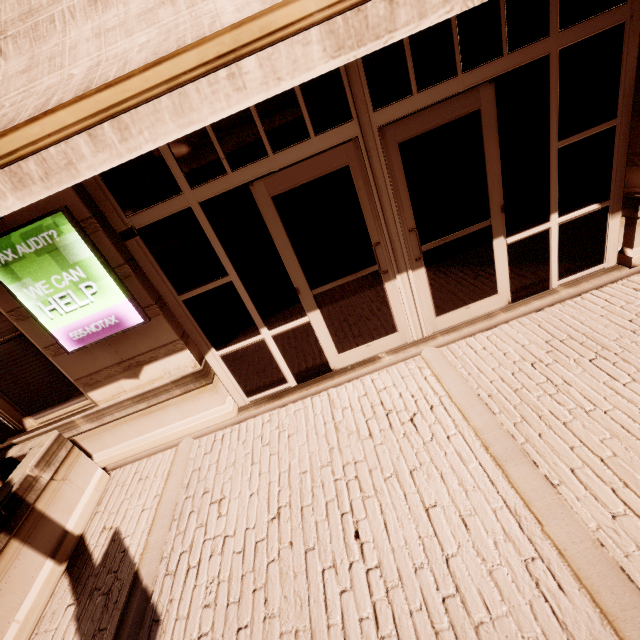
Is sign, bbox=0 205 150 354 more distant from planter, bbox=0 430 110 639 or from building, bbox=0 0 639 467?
planter, bbox=0 430 110 639

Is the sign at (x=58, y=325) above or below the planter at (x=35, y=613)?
above

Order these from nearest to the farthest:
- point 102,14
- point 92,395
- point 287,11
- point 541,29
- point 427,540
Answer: point 287,11 → point 102,14 → point 427,540 → point 541,29 → point 92,395

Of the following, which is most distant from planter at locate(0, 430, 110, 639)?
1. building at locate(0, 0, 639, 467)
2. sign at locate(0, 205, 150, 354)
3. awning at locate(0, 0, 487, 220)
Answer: awning at locate(0, 0, 487, 220)

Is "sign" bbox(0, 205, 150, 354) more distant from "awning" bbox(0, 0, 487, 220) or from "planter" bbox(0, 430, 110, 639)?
"planter" bbox(0, 430, 110, 639)

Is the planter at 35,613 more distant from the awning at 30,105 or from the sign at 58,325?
the awning at 30,105

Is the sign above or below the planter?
above

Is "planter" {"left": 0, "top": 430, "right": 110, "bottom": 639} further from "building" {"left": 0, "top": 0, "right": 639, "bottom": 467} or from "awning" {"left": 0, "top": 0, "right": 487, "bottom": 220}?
"awning" {"left": 0, "top": 0, "right": 487, "bottom": 220}
